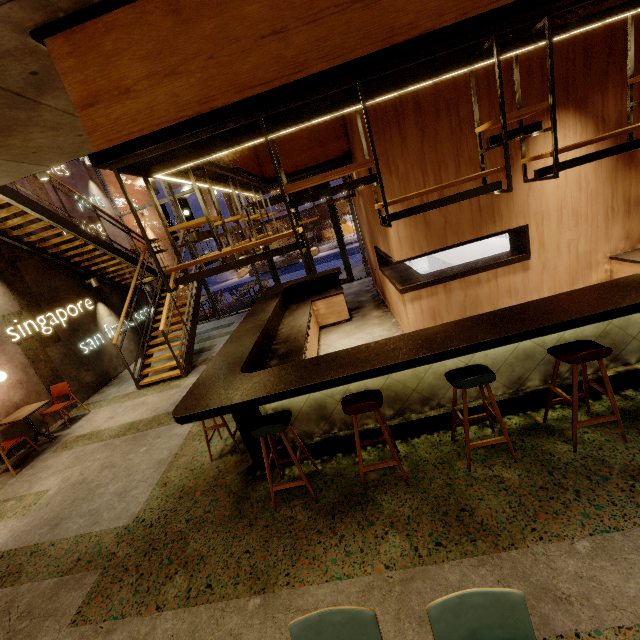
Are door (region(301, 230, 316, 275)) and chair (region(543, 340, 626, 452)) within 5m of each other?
no

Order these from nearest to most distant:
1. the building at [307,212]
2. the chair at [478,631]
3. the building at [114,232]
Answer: the chair at [478,631] < the building at [114,232] < the building at [307,212]

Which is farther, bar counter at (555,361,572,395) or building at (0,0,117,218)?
bar counter at (555,361,572,395)

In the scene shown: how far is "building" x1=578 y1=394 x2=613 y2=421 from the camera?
3.3m

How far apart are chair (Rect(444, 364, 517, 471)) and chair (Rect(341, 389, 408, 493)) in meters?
0.6

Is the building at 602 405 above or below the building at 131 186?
below

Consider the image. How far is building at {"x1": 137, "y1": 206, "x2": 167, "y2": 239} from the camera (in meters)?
12.83

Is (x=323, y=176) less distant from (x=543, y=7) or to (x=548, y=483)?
(x=543, y=7)
